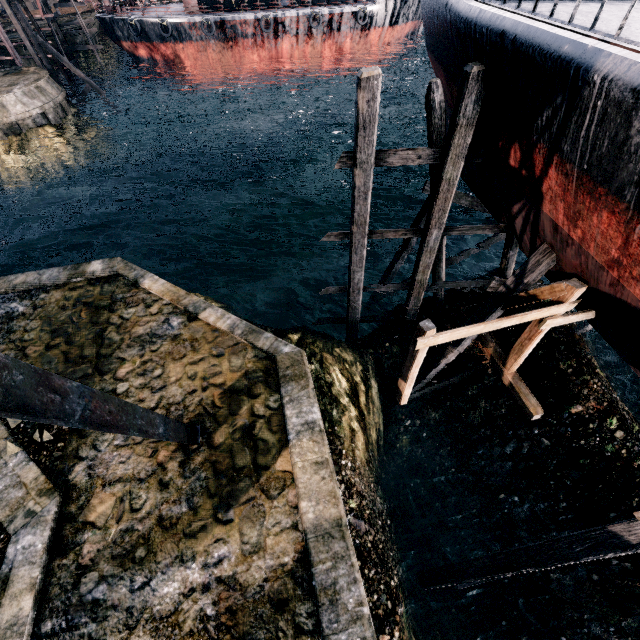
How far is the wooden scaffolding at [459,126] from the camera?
8.4 meters

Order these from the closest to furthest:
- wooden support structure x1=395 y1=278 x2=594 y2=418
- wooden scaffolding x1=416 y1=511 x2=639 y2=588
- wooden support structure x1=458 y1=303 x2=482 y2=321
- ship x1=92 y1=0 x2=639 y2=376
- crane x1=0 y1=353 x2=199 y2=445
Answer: crane x1=0 y1=353 x2=199 y2=445
ship x1=92 y1=0 x2=639 y2=376
wooden scaffolding x1=416 y1=511 x2=639 y2=588
wooden support structure x1=395 y1=278 x2=594 y2=418
wooden support structure x1=458 y1=303 x2=482 y2=321

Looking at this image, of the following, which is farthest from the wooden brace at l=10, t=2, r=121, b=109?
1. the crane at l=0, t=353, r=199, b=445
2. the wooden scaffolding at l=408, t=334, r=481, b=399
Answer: the wooden scaffolding at l=408, t=334, r=481, b=399

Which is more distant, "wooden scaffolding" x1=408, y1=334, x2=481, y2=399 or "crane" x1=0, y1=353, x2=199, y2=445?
"wooden scaffolding" x1=408, y1=334, x2=481, y2=399

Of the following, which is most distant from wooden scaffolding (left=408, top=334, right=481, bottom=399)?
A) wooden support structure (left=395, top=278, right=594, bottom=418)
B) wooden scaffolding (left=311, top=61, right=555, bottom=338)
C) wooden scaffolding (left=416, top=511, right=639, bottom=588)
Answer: wooden scaffolding (left=416, top=511, right=639, bottom=588)

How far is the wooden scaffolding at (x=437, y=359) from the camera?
11.7 meters

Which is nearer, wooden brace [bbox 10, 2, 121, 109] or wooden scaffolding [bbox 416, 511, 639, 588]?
wooden scaffolding [bbox 416, 511, 639, 588]

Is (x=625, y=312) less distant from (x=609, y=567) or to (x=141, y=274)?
(x=609, y=567)
